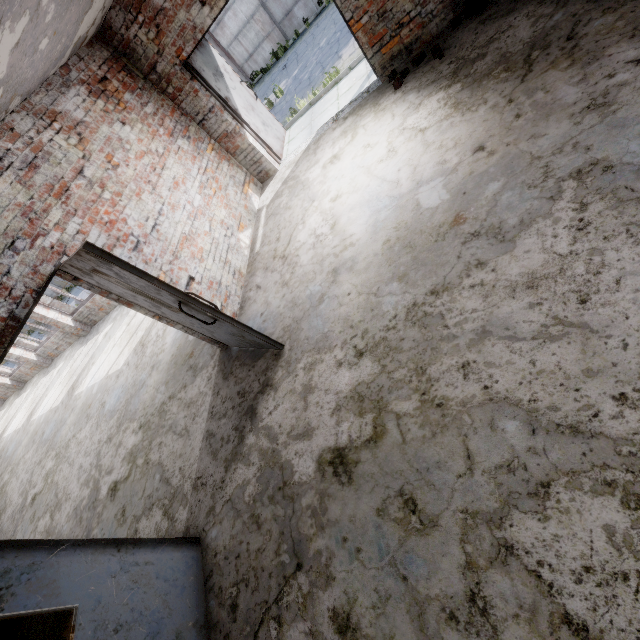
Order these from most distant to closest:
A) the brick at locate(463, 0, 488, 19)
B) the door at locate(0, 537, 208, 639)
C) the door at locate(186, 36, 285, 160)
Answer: the door at locate(186, 36, 285, 160) → the brick at locate(463, 0, 488, 19) → the door at locate(0, 537, 208, 639)

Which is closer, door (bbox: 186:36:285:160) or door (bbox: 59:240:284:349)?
door (bbox: 59:240:284:349)

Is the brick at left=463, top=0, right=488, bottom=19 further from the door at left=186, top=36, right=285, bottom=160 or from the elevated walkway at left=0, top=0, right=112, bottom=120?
the door at left=186, top=36, right=285, bottom=160

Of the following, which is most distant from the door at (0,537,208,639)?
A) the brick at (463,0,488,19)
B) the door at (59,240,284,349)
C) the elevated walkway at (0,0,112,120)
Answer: the brick at (463,0,488,19)

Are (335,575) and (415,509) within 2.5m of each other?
yes

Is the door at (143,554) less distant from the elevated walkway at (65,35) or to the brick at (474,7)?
the elevated walkway at (65,35)

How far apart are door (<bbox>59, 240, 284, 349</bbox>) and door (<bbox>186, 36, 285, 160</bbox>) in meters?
4.1

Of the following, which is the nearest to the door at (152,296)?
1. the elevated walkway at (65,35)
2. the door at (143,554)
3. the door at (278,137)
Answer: the elevated walkway at (65,35)
